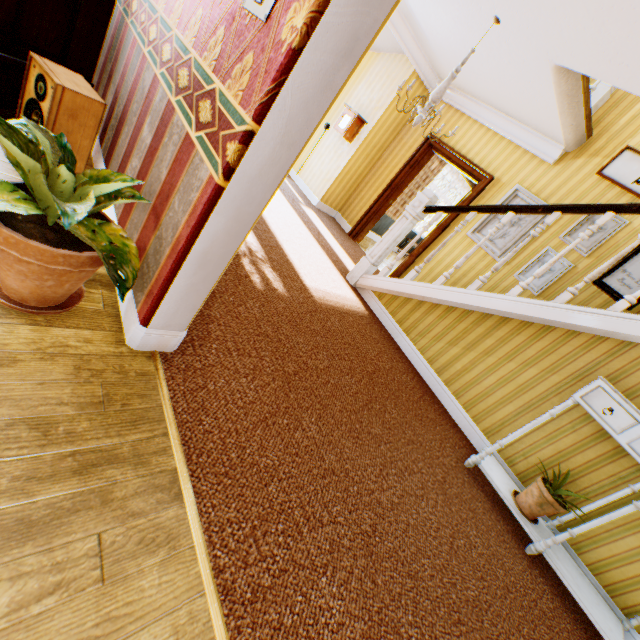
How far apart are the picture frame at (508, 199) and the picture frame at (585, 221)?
0.35m

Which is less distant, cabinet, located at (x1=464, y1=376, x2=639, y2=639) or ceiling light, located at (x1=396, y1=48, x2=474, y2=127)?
cabinet, located at (x1=464, y1=376, x2=639, y2=639)

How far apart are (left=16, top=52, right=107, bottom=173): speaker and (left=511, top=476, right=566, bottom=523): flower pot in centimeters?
449cm

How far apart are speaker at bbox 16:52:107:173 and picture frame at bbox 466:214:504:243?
5.1m

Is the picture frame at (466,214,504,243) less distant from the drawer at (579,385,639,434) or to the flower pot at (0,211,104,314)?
the drawer at (579,385,639,434)

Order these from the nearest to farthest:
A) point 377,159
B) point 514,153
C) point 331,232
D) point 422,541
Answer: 1. point 422,541
2. point 514,153
3. point 331,232
4. point 377,159

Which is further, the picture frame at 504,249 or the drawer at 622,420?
the picture frame at 504,249

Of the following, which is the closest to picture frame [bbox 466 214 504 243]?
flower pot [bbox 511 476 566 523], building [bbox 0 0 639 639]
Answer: building [bbox 0 0 639 639]
